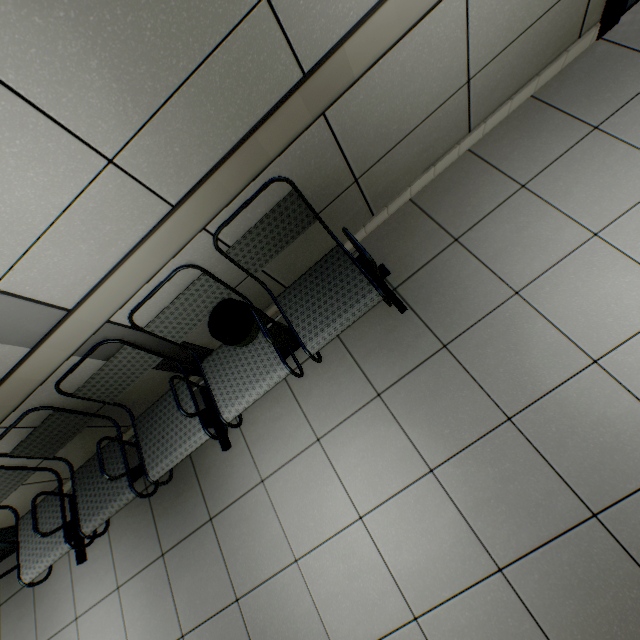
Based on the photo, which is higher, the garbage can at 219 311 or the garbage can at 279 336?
the garbage can at 219 311

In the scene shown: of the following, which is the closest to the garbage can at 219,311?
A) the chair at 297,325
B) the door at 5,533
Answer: the chair at 297,325

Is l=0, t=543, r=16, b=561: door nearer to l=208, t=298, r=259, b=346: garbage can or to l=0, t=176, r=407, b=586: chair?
l=0, t=176, r=407, b=586: chair

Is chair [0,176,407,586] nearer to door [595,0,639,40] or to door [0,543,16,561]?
door [0,543,16,561]

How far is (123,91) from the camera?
1.1m

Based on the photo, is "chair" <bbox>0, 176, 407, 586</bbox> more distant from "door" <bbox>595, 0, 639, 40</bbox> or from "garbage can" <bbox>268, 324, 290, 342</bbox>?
"door" <bbox>595, 0, 639, 40</bbox>

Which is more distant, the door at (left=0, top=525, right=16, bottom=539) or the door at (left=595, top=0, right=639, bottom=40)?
the door at (left=0, top=525, right=16, bottom=539)
